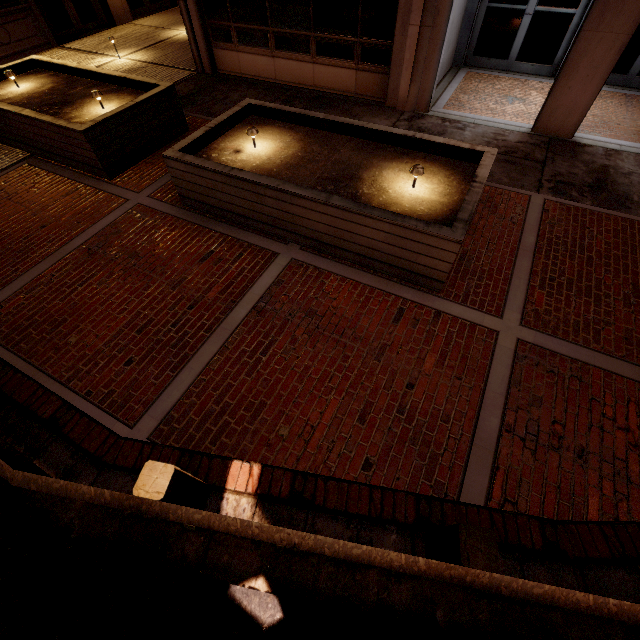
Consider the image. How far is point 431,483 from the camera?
3.3m

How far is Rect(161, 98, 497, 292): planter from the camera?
4.5 meters

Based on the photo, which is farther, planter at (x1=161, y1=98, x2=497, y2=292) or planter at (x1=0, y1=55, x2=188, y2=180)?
planter at (x1=0, y1=55, x2=188, y2=180)

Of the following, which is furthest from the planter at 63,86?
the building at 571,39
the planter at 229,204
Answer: the building at 571,39

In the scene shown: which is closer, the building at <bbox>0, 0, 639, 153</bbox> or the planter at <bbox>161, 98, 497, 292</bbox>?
the planter at <bbox>161, 98, 497, 292</bbox>

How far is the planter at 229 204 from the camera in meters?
→ 4.5 m

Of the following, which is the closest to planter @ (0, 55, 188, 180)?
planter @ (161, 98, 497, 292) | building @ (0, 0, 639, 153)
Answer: planter @ (161, 98, 497, 292)
